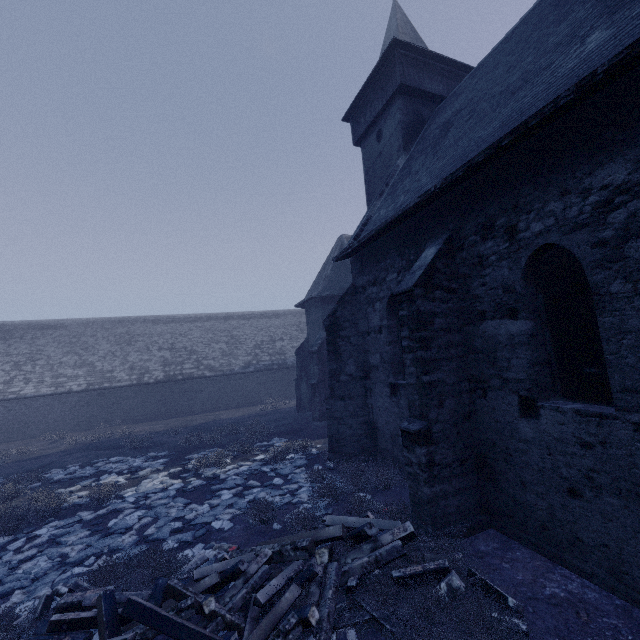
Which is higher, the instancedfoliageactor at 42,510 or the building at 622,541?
the building at 622,541

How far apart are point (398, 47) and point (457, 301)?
11.57m

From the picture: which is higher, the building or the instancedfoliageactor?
the building
